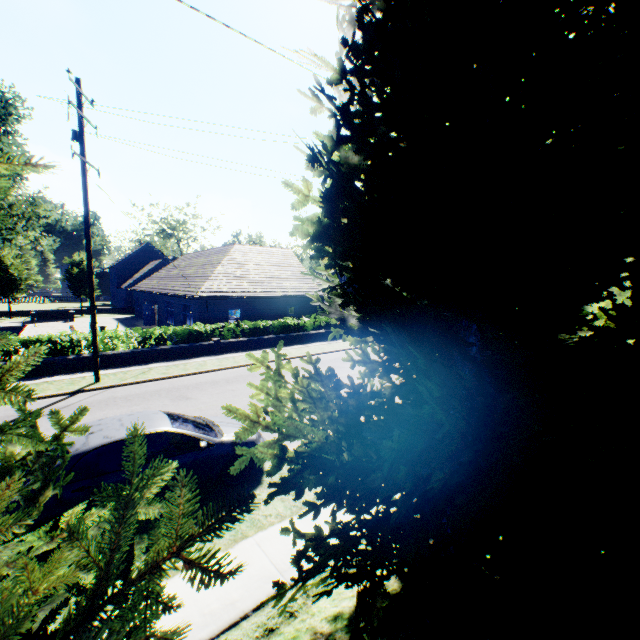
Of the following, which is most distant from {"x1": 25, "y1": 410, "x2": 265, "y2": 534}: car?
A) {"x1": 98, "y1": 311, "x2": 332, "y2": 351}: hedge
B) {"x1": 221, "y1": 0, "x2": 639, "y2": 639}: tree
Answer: {"x1": 98, "y1": 311, "x2": 332, "y2": 351}: hedge

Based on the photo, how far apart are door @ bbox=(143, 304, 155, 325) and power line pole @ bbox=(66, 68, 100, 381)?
19.64m

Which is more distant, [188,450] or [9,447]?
[188,450]

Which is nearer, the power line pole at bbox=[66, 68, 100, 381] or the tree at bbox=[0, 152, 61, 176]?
the tree at bbox=[0, 152, 61, 176]

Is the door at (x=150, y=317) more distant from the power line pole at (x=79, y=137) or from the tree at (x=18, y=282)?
the power line pole at (x=79, y=137)

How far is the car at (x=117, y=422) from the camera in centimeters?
512cm
